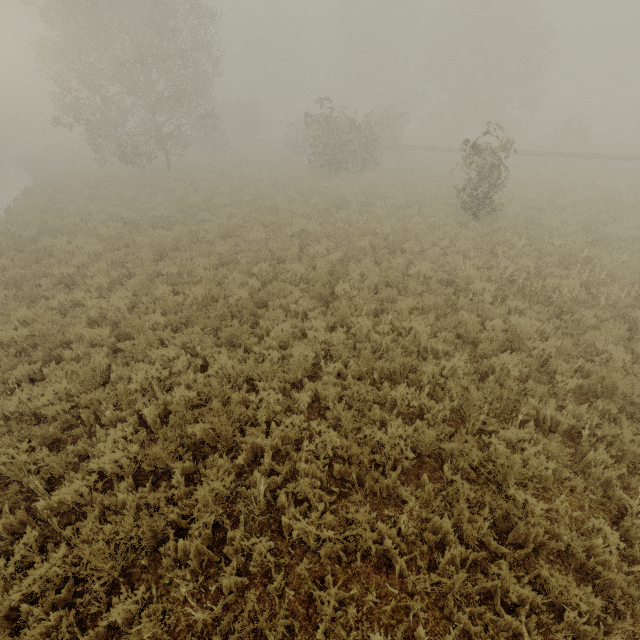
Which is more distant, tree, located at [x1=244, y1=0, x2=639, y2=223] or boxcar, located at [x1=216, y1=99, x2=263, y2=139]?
boxcar, located at [x1=216, y1=99, x2=263, y2=139]

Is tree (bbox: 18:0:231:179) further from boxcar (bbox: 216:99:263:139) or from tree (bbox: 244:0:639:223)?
boxcar (bbox: 216:99:263:139)

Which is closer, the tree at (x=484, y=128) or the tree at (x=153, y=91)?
the tree at (x=153, y=91)

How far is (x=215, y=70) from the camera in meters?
25.9

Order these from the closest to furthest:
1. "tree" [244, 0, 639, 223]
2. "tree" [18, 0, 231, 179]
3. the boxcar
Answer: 1. "tree" [18, 0, 231, 179]
2. "tree" [244, 0, 639, 223]
3. the boxcar

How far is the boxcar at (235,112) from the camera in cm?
4459

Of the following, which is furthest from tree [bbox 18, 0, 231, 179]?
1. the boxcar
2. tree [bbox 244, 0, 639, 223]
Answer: the boxcar
